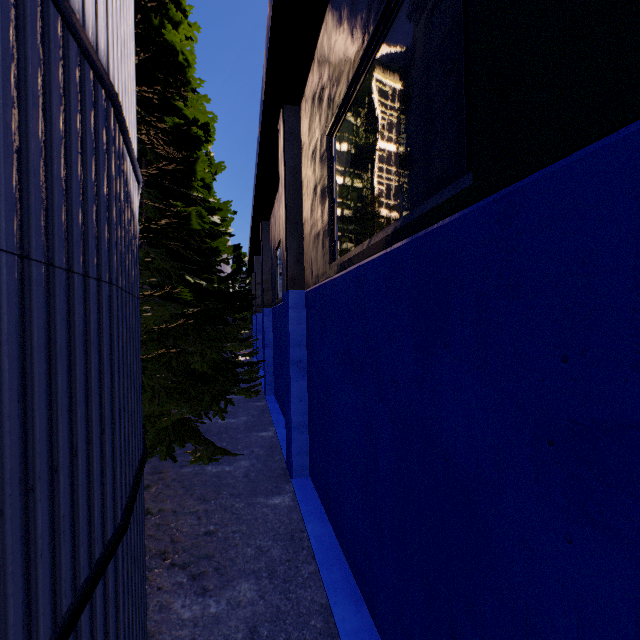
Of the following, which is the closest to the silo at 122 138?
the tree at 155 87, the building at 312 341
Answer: the tree at 155 87

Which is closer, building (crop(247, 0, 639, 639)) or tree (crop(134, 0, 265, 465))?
building (crop(247, 0, 639, 639))

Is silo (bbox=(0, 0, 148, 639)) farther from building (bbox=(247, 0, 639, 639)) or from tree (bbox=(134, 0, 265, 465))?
building (bbox=(247, 0, 639, 639))

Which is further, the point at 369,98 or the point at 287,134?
the point at 287,134

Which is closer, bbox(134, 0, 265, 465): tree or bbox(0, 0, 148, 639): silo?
bbox(0, 0, 148, 639): silo

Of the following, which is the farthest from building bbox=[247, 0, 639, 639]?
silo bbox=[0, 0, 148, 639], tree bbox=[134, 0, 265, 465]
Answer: silo bbox=[0, 0, 148, 639]
